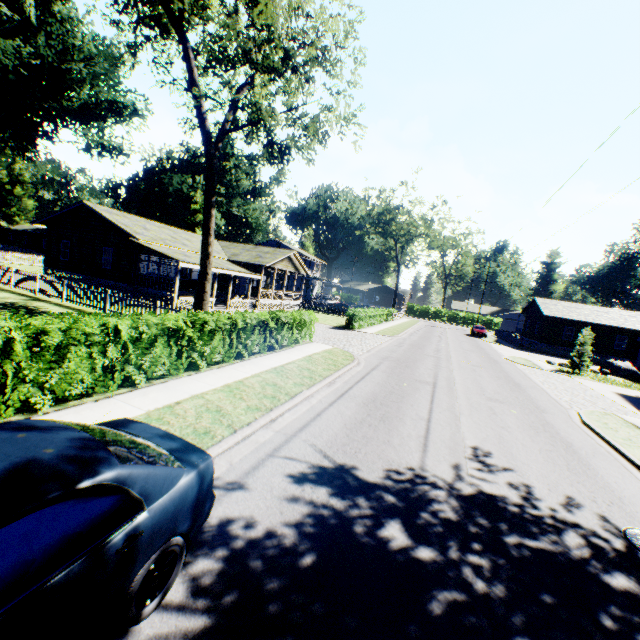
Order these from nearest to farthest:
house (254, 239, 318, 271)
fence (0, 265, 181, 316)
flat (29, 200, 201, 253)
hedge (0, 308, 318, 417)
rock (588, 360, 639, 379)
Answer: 1. hedge (0, 308, 318, 417)
2. fence (0, 265, 181, 316)
3. flat (29, 200, 201, 253)
4. rock (588, 360, 639, 379)
5. house (254, 239, 318, 271)

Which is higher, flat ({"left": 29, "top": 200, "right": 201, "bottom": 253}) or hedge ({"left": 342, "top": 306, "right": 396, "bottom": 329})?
flat ({"left": 29, "top": 200, "right": 201, "bottom": 253})

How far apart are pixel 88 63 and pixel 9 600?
53.3m

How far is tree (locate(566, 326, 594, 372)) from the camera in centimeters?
2452cm

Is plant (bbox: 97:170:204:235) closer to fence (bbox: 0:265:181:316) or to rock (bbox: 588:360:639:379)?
fence (bbox: 0:265:181:316)

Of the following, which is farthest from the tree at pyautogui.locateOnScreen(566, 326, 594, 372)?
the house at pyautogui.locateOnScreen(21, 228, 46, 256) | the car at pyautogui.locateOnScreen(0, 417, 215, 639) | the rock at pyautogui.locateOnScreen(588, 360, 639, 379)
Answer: the house at pyautogui.locateOnScreen(21, 228, 46, 256)

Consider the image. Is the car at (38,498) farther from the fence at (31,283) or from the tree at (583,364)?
the tree at (583,364)

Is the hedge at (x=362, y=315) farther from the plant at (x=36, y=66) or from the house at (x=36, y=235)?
the house at (x=36, y=235)
